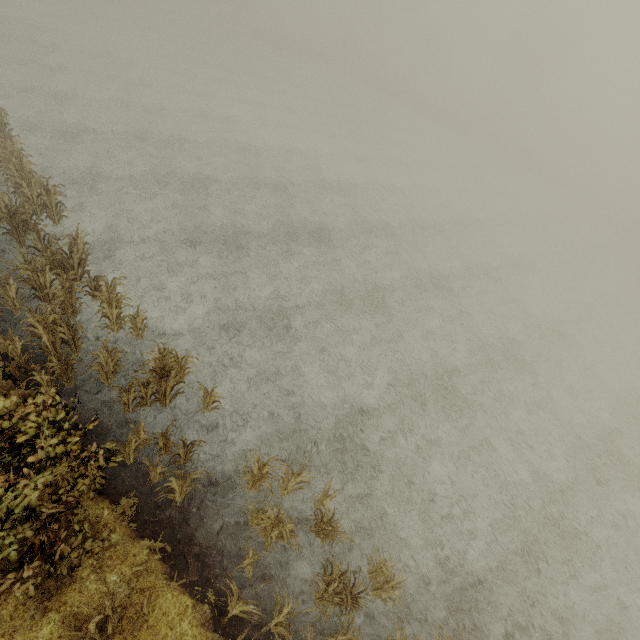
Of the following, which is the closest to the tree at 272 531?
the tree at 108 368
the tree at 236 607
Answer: the tree at 236 607

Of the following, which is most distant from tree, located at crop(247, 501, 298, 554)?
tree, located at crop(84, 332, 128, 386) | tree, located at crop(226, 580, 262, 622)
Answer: tree, located at crop(84, 332, 128, 386)

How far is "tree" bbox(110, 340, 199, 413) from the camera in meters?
7.7 m

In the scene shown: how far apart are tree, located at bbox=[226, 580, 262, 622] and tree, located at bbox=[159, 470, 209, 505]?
1.9 meters

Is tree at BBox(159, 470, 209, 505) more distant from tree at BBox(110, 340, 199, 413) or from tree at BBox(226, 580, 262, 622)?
tree at BBox(226, 580, 262, 622)

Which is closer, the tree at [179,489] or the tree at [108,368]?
the tree at [179,489]

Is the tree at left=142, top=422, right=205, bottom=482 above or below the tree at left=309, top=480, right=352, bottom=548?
above

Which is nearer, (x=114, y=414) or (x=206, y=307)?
(x=114, y=414)
